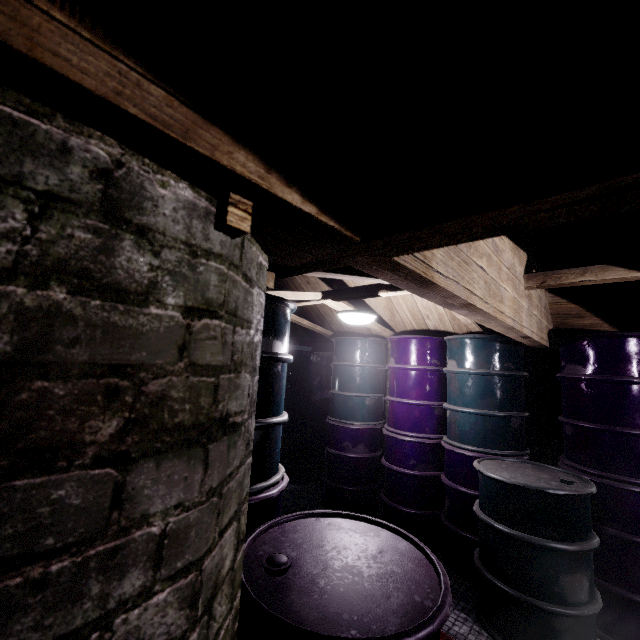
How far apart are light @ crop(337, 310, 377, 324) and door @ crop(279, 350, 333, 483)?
2.0 meters

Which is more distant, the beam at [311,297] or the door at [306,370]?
the door at [306,370]

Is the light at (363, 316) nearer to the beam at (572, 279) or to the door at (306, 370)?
the beam at (572, 279)

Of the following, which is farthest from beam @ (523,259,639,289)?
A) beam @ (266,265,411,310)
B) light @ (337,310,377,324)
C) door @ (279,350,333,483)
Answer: door @ (279,350,333,483)

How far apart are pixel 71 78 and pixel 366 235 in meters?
0.5

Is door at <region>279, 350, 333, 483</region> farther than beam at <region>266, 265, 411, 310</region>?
Yes
